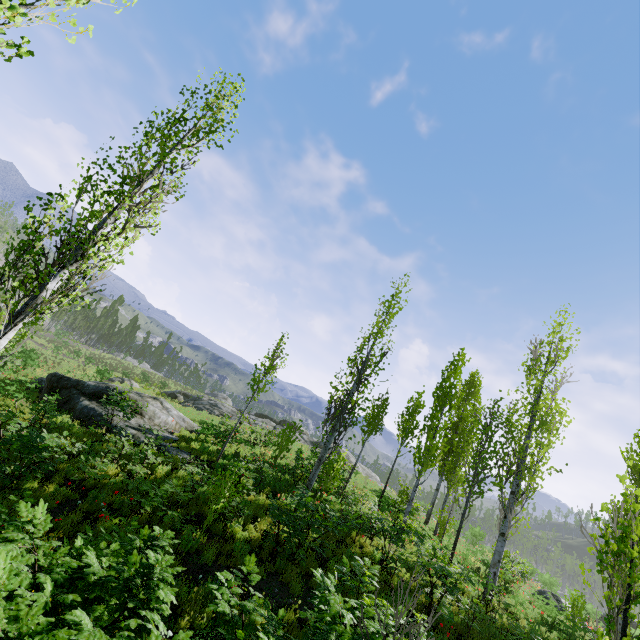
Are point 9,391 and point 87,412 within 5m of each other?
yes

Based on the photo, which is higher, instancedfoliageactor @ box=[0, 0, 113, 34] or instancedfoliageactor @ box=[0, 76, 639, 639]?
instancedfoliageactor @ box=[0, 0, 113, 34]

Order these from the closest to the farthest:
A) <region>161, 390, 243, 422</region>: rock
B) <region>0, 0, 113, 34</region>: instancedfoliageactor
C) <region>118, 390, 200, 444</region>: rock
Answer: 1. <region>0, 0, 113, 34</region>: instancedfoliageactor
2. <region>118, 390, 200, 444</region>: rock
3. <region>161, 390, 243, 422</region>: rock

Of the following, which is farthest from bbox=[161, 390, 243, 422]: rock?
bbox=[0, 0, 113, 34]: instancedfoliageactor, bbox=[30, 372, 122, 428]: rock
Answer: bbox=[0, 0, 113, 34]: instancedfoliageactor

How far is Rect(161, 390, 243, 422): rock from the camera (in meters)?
33.51

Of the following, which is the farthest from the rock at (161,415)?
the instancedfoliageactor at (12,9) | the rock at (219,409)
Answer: the rock at (219,409)
